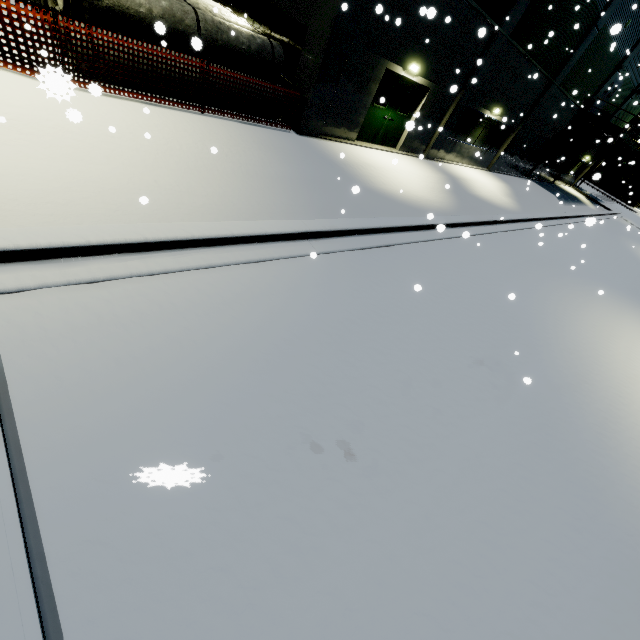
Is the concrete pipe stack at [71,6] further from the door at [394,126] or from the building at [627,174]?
the door at [394,126]

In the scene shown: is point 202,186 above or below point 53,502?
below

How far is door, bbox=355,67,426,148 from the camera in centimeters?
1184cm

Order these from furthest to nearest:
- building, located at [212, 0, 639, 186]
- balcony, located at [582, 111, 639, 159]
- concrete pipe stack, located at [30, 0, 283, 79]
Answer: balcony, located at [582, 111, 639, 159]
building, located at [212, 0, 639, 186]
concrete pipe stack, located at [30, 0, 283, 79]

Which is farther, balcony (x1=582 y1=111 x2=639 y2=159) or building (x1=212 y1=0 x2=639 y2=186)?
balcony (x1=582 y1=111 x2=639 y2=159)

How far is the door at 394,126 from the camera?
11.84m

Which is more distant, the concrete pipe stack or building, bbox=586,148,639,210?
building, bbox=586,148,639,210

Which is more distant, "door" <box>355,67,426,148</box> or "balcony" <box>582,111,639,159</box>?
"balcony" <box>582,111,639,159</box>
